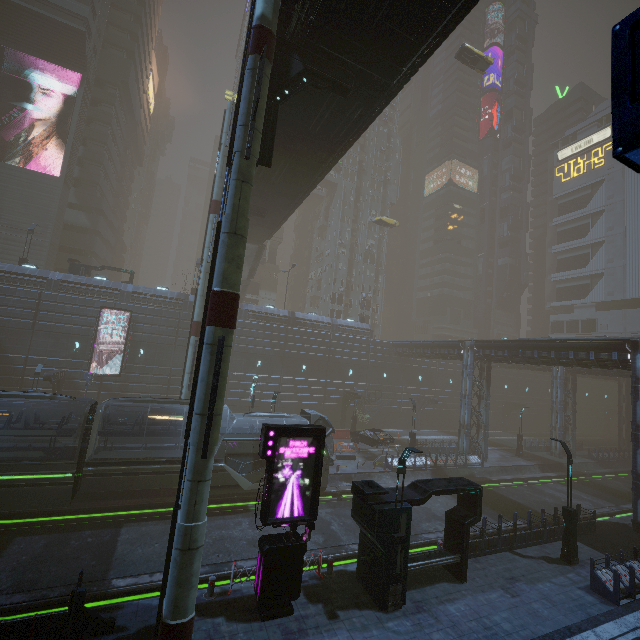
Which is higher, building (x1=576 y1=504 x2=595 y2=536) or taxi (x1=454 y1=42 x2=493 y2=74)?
taxi (x1=454 y1=42 x2=493 y2=74)

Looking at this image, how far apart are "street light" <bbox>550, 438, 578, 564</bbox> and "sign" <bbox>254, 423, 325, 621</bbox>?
13.37m

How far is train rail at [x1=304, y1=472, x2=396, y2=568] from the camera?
15.08m

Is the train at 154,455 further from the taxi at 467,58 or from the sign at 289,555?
the taxi at 467,58

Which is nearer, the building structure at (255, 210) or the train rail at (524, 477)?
the train rail at (524, 477)

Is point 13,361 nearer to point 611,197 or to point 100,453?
point 100,453

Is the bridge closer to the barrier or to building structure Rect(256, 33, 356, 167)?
building structure Rect(256, 33, 356, 167)

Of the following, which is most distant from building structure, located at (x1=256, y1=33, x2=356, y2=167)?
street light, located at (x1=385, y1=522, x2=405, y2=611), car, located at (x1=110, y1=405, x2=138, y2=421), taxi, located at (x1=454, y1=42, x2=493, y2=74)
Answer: taxi, located at (x1=454, y1=42, x2=493, y2=74)
